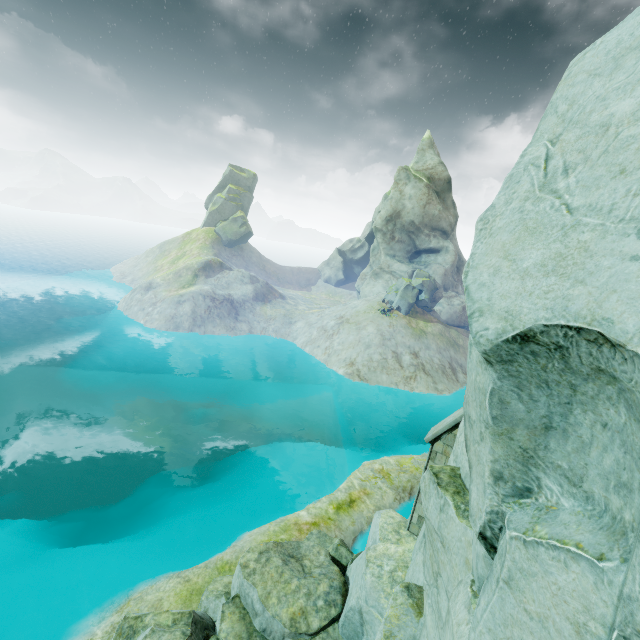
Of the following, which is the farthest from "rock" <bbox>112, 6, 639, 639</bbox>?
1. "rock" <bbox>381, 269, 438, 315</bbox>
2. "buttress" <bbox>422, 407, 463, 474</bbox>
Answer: "rock" <bbox>381, 269, 438, 315</bbox>

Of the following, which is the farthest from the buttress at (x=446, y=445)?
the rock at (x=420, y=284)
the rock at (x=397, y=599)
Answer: the rock at (x=420, y=284)

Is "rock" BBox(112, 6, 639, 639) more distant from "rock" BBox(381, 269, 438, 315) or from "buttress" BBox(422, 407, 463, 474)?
"rock" BBox(381, 269, 438, 315)

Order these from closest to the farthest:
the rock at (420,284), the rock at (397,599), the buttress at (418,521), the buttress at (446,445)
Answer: the rock at (397,599)
the buttress at (446,445)
the buttress at (418,521)
the rock at (420,284)

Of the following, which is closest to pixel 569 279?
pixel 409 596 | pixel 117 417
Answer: pixel 409 596

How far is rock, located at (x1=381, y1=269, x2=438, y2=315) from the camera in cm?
4250

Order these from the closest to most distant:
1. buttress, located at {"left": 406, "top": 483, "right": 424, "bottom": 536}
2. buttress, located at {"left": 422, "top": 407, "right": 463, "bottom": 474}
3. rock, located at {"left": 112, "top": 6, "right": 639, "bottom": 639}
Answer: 1. rock, located at {"left": 112, "top": 6, "right": 639, "bottom": 639}
2. buttress, located at {"left": 422, "top": 407, "right": 463, "bottom": 474}
3. buttress, located at {"left": 406, "top": 483, "right": 424, "bottom": 536}
